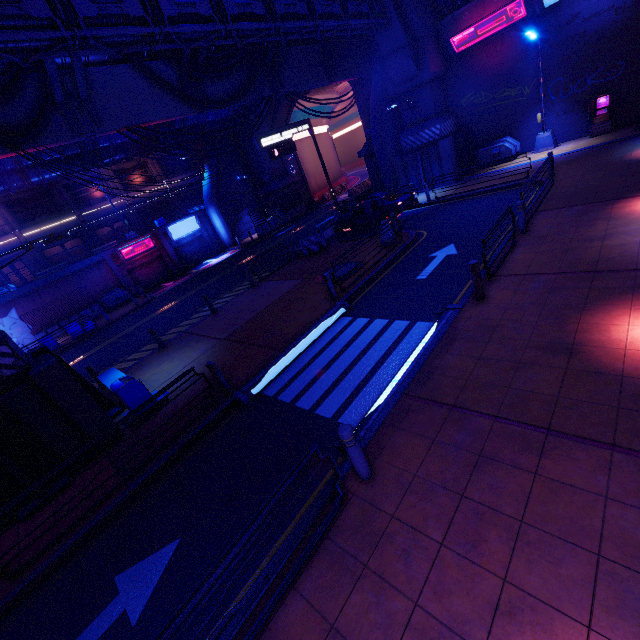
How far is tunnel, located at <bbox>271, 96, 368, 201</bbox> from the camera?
33.8 meters

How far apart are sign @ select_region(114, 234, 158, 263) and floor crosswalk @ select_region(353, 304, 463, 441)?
30.46m

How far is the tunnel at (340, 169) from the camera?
33.83m

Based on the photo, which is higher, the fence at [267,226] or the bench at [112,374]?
the bench at [112,374]

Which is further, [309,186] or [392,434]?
[309,186]

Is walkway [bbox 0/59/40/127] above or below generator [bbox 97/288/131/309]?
above

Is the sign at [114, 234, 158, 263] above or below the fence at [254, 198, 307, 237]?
above

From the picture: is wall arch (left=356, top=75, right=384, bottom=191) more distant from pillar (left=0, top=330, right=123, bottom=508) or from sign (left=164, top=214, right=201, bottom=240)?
pillar (left=0, top=330, right=123, bottom=508)
